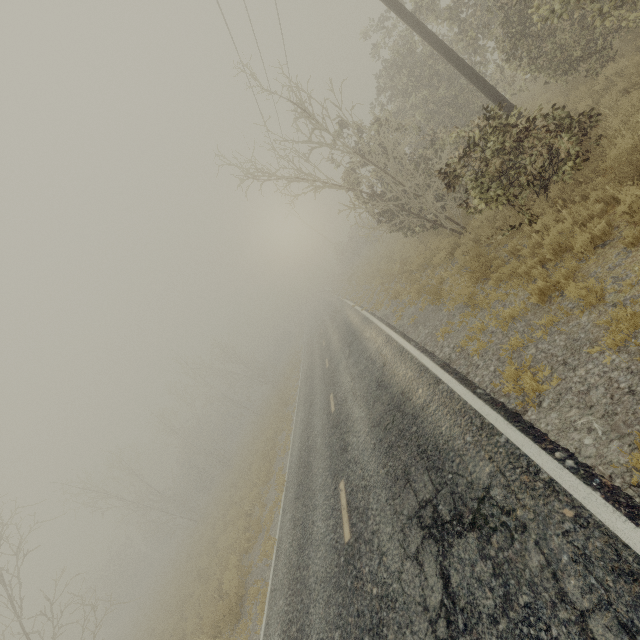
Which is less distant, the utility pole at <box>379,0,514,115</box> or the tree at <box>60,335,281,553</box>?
the utility pole at <box>379,0,514,115</box>

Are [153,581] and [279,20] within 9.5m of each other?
no

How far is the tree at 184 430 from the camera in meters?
28.4

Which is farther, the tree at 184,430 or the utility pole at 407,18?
the tree at 184,430

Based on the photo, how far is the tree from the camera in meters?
28.4
